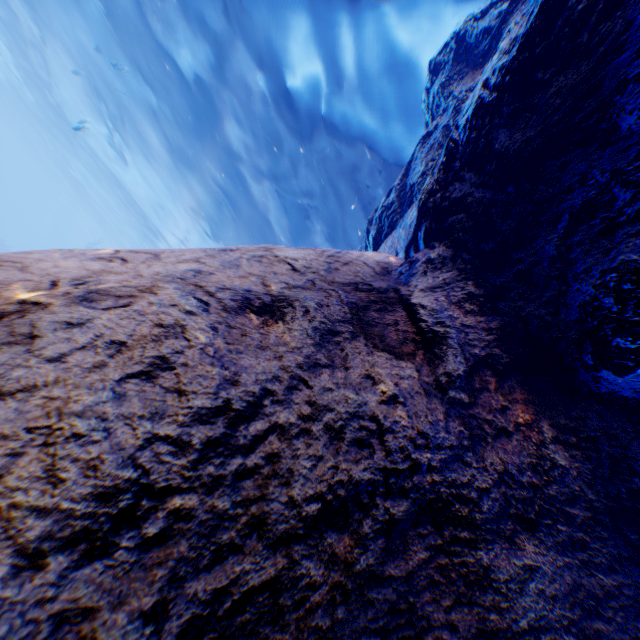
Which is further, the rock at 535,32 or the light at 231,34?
the light at 231,34

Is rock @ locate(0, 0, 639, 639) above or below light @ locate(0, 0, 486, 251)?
below

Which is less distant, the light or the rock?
the rock

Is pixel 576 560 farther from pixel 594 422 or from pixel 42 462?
pixel 42 462

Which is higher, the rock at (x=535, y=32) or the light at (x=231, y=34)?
the light at (x=231, y=34)
